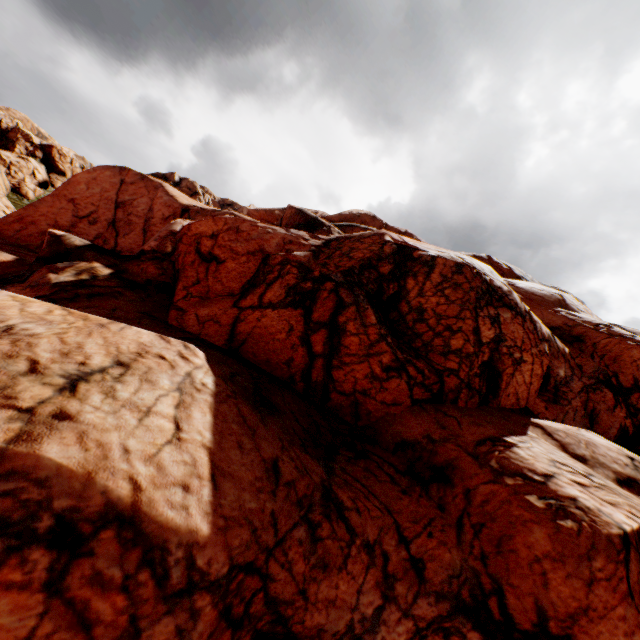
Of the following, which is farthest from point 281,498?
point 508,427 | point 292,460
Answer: point 508,427
